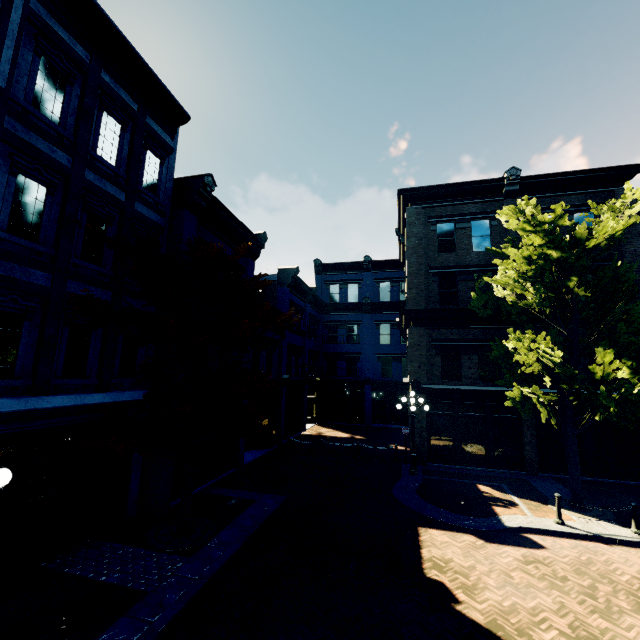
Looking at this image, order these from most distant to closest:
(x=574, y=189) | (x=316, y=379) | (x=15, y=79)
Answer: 1. (x=316, y=379)
2. (x=574, y=189)
3. (x=15, y=79)

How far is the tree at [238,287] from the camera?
6.9m

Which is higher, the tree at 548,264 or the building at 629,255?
the building at 629,255

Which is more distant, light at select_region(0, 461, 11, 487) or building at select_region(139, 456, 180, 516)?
building at select_region(139, 456, 180, 516)

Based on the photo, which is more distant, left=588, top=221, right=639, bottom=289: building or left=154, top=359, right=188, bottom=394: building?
left=588, top=221, right=639, bottom=289: building

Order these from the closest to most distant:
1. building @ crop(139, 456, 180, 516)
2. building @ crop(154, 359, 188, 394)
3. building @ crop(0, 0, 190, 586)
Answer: building @ crop(0, 0, 190, 586) → building @ crop(139, 456, 180, 516) → building @ crop(154, 359, 188, 394)

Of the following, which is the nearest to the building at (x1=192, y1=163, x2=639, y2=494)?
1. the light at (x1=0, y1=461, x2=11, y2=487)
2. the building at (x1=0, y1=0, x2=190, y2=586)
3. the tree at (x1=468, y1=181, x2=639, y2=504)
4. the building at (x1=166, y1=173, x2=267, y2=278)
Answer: the building at (x1=166, y1=173, x2=267, y2=278)

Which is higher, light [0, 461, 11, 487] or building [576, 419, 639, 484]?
light [0, 461, 11, 487]
